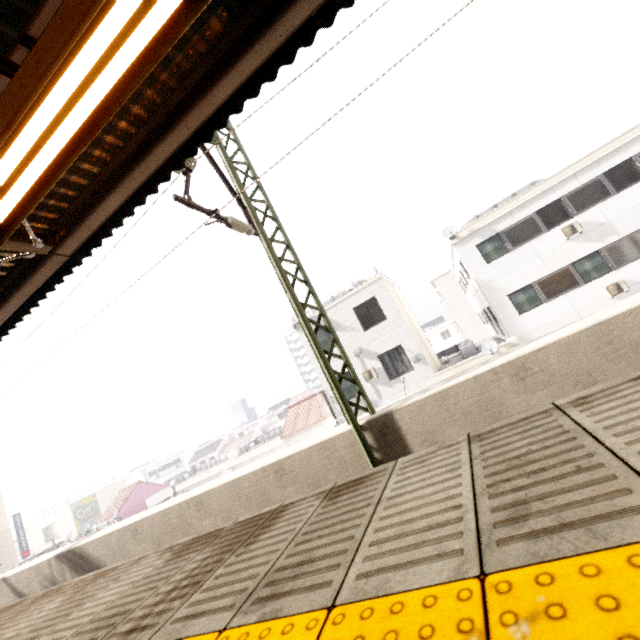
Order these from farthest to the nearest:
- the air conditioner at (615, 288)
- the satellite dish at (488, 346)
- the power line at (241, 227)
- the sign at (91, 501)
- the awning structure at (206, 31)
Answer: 1. the sign at (91, 501)
2. the satellite dish at (488, 346)
3. the air conditioner at (615, 288)
4. the power line at (241, 227)
5. the awning structure at (206, 31)

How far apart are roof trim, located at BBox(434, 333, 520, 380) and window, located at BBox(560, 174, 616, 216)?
6.2 meters

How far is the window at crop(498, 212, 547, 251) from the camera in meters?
15.7 m

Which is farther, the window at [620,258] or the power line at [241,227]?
the window at [620,258]

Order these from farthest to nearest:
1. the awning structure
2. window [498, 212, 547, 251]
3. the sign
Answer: the sign, window [498, 212, 547, 251], the awning structure

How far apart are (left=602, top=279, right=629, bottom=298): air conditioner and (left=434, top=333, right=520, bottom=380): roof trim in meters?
4.1

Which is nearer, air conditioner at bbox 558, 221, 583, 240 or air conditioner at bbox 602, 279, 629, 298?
air conditioner at bbox 602, 279, 629, 298

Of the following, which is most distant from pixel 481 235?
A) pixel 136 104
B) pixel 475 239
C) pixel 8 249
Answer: pixel 8 249
